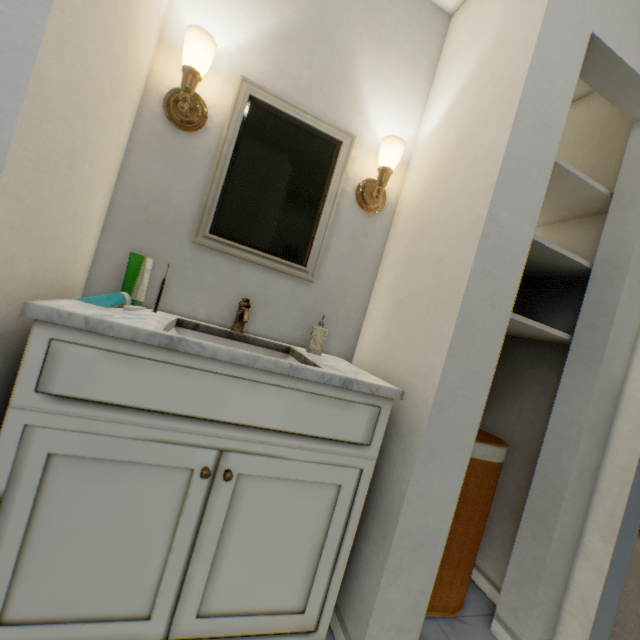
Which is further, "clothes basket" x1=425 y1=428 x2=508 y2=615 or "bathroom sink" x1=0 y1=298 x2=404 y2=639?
"clothes basket" x1=425 y1=428 x2=508 y2=615

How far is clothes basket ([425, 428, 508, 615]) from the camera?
1.3 meters

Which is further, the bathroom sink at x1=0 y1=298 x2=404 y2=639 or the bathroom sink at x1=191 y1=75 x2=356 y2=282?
the bathroom sink at x1=191 y1=75 x2=356 y2=282

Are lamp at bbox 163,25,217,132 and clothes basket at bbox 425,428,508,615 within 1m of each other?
no

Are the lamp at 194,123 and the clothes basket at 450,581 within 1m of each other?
no

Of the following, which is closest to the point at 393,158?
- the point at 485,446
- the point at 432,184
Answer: the point at 432,184

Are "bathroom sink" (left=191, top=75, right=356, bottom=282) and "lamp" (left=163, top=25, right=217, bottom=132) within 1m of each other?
yes

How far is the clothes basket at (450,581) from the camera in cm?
125
